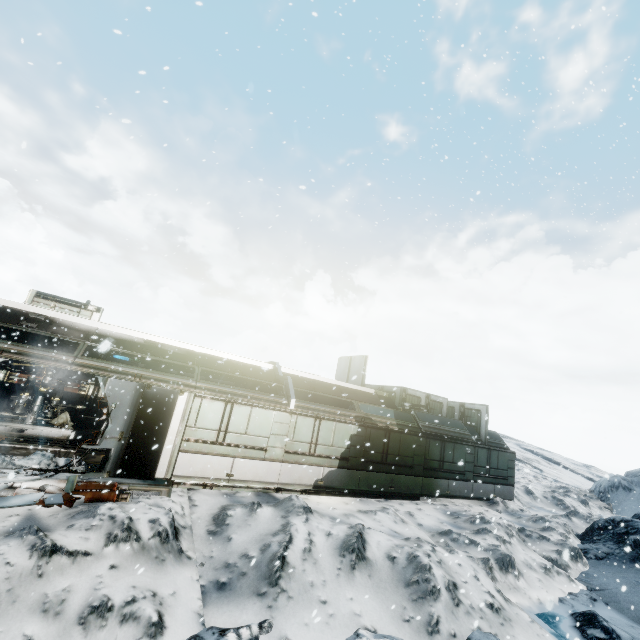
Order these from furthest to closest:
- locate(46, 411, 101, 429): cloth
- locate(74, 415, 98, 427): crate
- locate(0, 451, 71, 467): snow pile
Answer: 1. locate(74, 415, 98, 427): crate
2. locate(46, 411, 101, 429): cloth
3. locate(0, 451, 71, 467): snow pile

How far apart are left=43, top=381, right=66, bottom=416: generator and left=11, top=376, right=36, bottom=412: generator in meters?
0.1 m

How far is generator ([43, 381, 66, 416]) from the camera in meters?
14.1 m

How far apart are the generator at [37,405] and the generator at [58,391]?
0.1m

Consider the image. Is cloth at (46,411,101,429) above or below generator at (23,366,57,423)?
below

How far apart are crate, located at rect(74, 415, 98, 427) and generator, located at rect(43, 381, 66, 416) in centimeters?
84cm

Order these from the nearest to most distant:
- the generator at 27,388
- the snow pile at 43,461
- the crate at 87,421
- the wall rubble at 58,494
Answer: the wall rubble at 58,494
the snow pile at 43,461
the generator at 27,388
the crate at 87,421

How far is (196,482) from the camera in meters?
10.3
